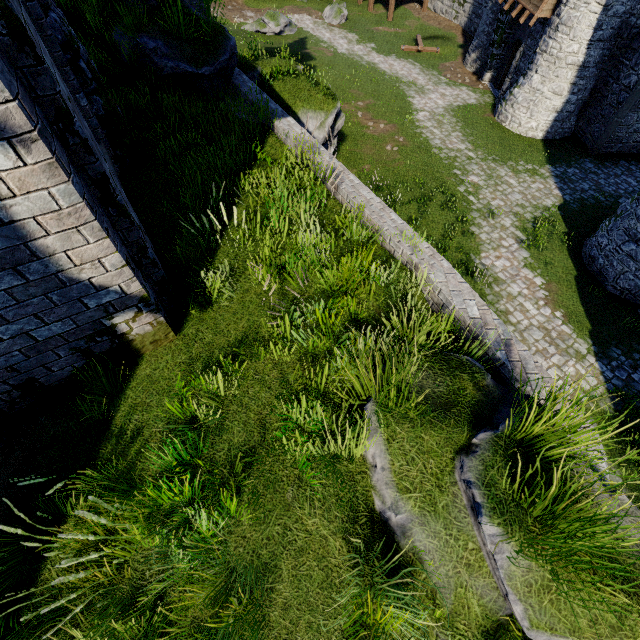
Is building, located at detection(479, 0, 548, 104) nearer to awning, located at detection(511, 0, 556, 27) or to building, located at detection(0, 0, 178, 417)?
awning, located at detection(511, 0, 556, 27)

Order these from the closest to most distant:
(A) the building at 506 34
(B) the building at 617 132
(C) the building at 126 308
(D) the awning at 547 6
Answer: (C) the building at 126 308, (B) the building at 617 132, (D) the awning at 547 6, (A) the building at 506 34

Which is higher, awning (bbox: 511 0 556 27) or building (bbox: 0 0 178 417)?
building (bbox: 0 0 178 417)

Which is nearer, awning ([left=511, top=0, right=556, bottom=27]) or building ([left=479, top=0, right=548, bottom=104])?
awning ([left=511, top=0, right=556, bottom=27])

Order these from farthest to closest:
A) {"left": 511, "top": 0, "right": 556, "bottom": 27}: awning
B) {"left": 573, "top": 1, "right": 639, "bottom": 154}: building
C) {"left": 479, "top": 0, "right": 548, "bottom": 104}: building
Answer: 1. {"left": 479, "top": 0, "right": 548, "bottom": 104}: building
2. {"left": 511, "top": 0, "right": 556, "bottom": 27}: awning
3. {"left": 573, "top": 1, "right": 639, "bottom": 154}: building

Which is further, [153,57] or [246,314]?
[153,57]

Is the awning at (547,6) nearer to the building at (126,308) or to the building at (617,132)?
the building at (617,132)
